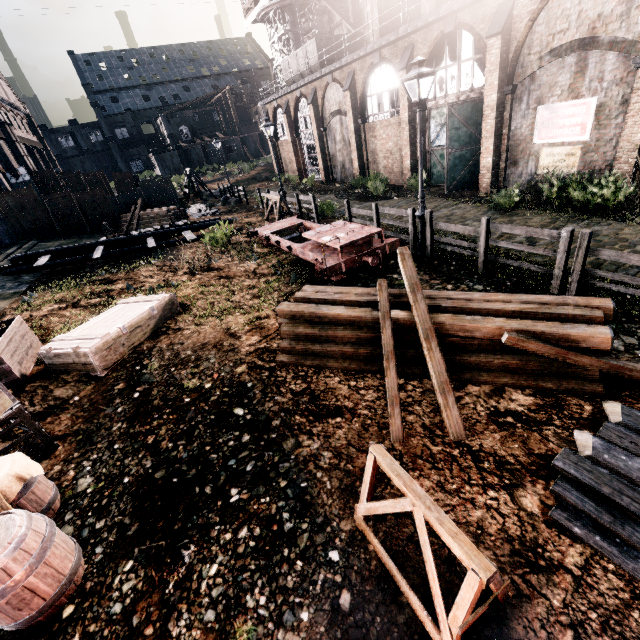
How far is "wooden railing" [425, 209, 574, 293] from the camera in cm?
766

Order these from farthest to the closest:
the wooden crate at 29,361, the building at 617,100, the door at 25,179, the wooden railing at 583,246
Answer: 1. the door at 25,179
2. the building at 617,100
3. the wooden railing at 583,246
4. the wooden crate at 29,361

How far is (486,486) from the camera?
4.3m

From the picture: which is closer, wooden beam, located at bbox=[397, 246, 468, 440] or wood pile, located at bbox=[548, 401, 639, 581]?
wood pile, located at bbox=[548, 401, 639, 581]

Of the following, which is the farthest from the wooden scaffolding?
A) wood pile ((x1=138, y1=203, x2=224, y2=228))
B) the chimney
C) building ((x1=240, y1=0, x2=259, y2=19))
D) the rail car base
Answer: building ((x1=240, y1=0, x2=259, y2=19))

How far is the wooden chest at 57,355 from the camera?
7.7m

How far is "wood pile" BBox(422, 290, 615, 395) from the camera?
5.2 meters

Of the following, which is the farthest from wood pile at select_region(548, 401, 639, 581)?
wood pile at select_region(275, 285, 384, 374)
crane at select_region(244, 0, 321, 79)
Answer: crane at select_region(244, 0, 321, 79)
